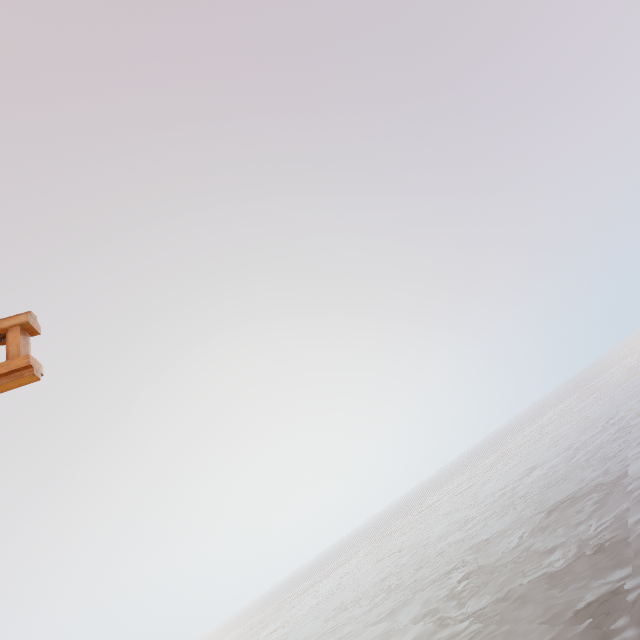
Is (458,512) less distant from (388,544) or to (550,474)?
(550,474)
